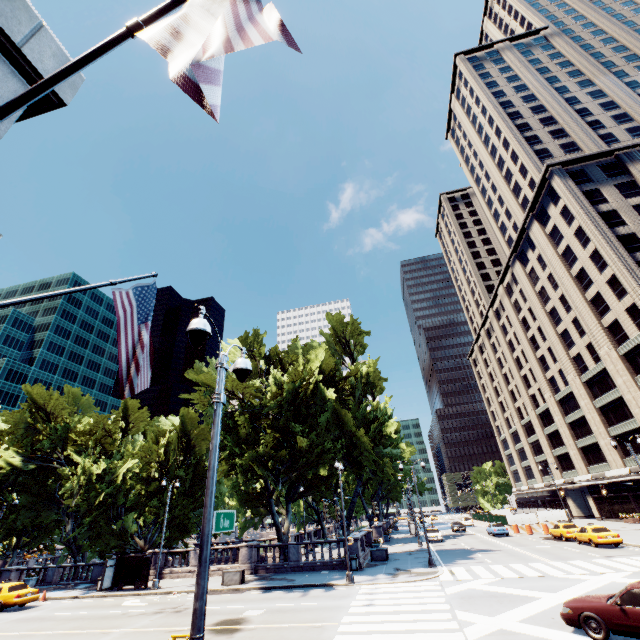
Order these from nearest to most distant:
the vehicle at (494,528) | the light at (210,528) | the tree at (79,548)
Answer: the light at (210,528)
the tree at (79,548)
the vehicle at (494,528)

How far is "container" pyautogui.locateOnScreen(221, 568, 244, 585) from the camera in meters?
23.1 m

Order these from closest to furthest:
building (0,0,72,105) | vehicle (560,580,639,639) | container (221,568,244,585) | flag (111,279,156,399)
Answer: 1. building (0,0,72,105)
2. flag (111,279,156,399)
3. vehicle (560,580,639,639)
4. container (221,568,244,585)

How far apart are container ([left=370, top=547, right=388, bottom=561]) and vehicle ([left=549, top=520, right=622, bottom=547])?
16.94m

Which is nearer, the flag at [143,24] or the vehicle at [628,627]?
the flag at [143,24]

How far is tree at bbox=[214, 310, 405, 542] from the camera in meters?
26.3 m

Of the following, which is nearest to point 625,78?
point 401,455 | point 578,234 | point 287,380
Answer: point 578,234

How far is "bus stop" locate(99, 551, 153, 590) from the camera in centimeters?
2484cm
